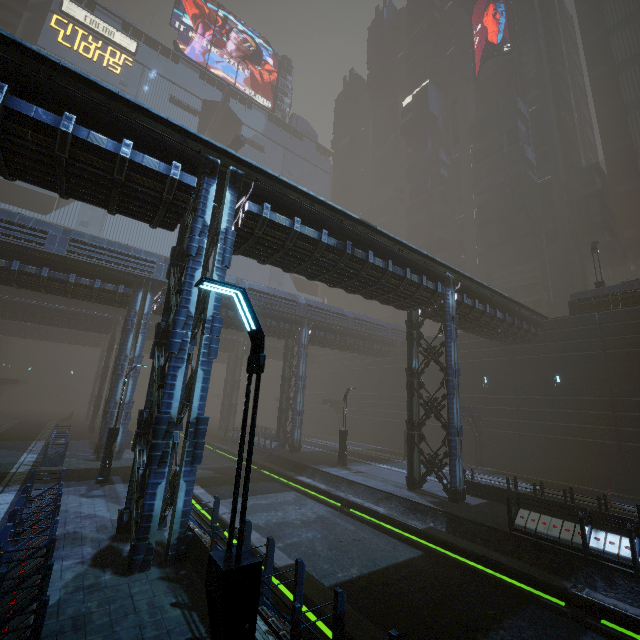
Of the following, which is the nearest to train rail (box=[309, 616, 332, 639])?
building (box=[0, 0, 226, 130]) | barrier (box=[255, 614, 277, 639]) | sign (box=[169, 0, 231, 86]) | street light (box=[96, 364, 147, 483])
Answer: building (box=[0, 0, 226, 130])

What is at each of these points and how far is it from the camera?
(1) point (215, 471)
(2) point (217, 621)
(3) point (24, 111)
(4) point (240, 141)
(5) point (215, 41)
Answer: (1) train rail, 23.9 meters
(2) street light, 3.7 meters
(3) building, 7.9 meters
(4) car, 50.2 meters
(5) sign, 59.6 meters

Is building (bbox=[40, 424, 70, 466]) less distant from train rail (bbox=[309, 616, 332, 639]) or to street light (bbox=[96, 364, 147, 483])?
train rail (bbox=[309, 616, 332, 639])

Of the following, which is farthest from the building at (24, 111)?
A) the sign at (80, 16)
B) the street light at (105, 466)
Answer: the street light at (105, 466)

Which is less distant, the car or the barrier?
the barrier

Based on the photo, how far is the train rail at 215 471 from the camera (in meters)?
14.62

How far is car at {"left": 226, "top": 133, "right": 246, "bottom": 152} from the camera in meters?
49.8

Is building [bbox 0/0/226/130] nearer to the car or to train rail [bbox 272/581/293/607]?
train rail [bbox 272/581/293/607]
